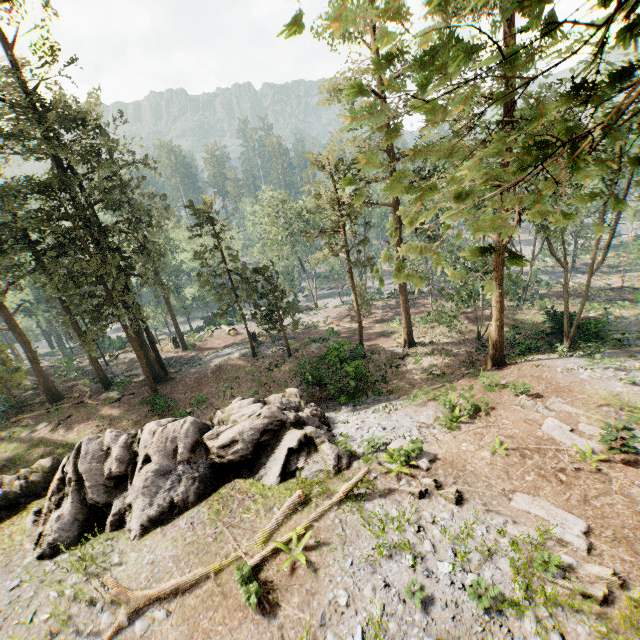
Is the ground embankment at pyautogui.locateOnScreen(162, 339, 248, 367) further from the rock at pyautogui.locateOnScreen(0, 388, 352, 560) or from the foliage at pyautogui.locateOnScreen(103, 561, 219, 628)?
the rock at pyautogui.locateOnScreen(0, 388, 352, 560)

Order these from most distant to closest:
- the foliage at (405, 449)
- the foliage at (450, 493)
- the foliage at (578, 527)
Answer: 1. the foliage at (405, 449)
2. the foliage at (450, 493)
3. the foliage at (578, 527)

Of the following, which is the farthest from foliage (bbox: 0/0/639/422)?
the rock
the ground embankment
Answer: the rock

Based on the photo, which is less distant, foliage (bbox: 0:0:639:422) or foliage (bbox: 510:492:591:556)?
foliage (bbox: 0:0:639:422)

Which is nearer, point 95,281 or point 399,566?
point 399,566

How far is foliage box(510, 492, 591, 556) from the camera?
9.21m

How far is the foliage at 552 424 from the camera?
12.0 meters
